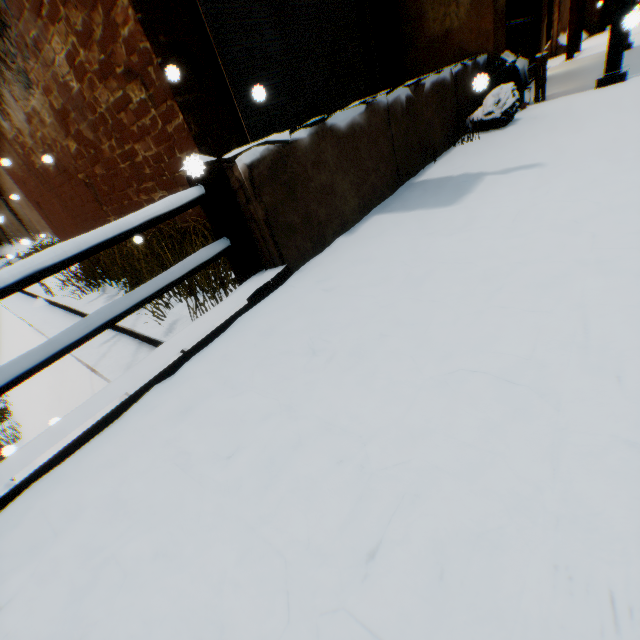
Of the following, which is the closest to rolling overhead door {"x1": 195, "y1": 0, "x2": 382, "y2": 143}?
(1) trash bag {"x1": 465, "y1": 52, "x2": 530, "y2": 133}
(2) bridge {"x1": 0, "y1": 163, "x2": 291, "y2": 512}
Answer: (1) trash bag {"x1": 465, "y1": 52, "x2": 530, "y2": 133}

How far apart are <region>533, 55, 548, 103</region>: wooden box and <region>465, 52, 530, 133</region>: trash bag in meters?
0.1 m

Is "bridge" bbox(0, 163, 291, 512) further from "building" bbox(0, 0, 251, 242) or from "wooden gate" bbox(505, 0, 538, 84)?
"wooden gate" bbox(505, 0, 538, 84)

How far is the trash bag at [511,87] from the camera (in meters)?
4.31

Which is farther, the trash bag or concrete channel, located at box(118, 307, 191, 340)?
the trash bag

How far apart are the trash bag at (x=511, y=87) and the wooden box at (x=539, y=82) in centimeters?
8cm

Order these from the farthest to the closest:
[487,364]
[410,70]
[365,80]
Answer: [410,70] → [365,80] → [487,364]

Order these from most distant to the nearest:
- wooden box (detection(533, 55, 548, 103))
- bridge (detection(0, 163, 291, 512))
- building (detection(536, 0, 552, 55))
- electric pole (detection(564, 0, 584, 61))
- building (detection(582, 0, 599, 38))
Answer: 1. building (detection(582, 0, 599, 38))
2. electric pole (detection(564, 0, 584, 61))
3. building (detection(536, 0, 552, 55))
4. wooden box (detection(533, 55, 548, 103))
5. bridge (detection(0, 163, 291, 512))
